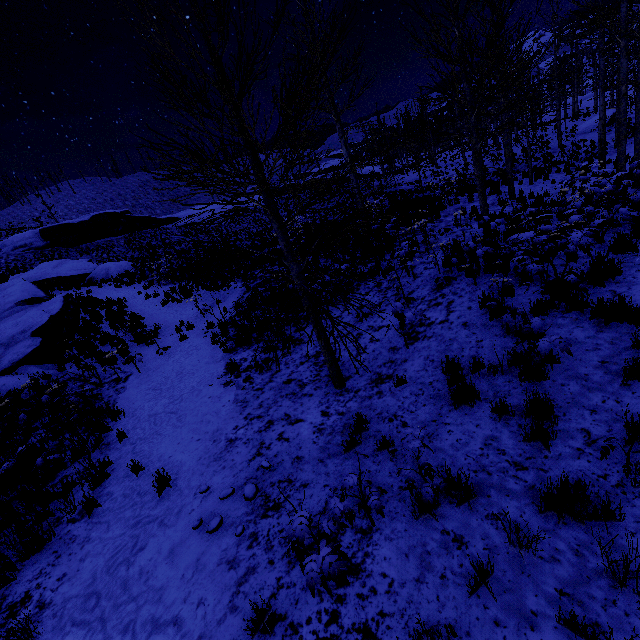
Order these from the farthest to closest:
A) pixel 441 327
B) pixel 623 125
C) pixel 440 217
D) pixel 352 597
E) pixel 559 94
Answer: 1. pixel 559 94
2. pixel 440 217
3. pixel 623 125
4. pixel 441 327
5. pixel 352 597

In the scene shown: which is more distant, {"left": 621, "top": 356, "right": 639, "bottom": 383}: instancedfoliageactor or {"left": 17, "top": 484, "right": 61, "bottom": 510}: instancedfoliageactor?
{"left": 17, "top": 484, "right": 61, "bottom": 510}: instancedfoliageactor

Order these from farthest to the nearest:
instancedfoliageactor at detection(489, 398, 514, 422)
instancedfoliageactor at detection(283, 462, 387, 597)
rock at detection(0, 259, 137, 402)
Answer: rock at detection(0, 259, 137, 402) → instancedfoliageactor at detection(489, 398, 514, 422) → instancedfoliageactor at detection(283, 462, 387, 597)

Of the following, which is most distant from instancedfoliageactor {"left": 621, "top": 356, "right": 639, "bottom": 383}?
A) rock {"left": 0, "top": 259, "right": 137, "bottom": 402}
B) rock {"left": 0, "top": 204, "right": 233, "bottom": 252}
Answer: rock {"left": 0, "top": 204, "right": 233, "bottom": 252}

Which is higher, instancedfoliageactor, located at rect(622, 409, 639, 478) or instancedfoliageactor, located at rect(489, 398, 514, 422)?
instancedfoliageactor, located at rect(622, 409, 639, 478)

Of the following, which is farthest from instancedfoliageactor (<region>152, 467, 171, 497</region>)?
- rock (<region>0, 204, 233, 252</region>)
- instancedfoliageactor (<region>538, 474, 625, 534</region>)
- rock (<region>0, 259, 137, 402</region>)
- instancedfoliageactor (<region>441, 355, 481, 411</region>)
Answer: rock (<region>0, 204, 233, 252</region>)

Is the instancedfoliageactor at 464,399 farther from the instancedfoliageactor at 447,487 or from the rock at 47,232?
the rock at 47,232

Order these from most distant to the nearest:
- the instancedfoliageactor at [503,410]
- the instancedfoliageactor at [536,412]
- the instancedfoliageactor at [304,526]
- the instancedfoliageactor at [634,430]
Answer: the instancedfoliageactor at [503,410]
the instancedfoliageactor at [536,412]
the instancedfoliageactor at [634,430]
the instancedfoliageactor at [304,526]
